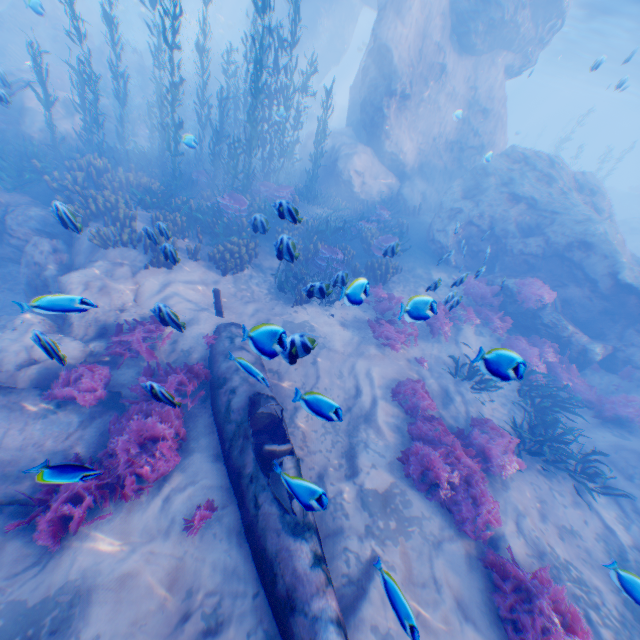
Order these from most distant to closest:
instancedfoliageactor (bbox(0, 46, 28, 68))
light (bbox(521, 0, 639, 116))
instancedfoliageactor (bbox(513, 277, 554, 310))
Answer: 1. instancedfoliageactor (bbox(0, 46, 28, 68))
2. light (bbox(521, 0, 639, 116))
3. instancedfoliageactor (bbox(513, 277, 554, 310))

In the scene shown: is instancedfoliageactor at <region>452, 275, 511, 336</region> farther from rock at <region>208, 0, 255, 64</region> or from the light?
the light

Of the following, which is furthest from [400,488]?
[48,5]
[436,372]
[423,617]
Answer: [48,5]

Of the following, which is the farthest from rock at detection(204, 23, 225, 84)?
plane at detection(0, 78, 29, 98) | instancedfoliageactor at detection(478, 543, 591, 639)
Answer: instancedfoliageactor at detection(478, 543, 591, 639)

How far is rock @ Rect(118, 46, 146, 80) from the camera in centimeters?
2114cm

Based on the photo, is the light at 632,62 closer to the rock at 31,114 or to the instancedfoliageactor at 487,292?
the rock at 31,114

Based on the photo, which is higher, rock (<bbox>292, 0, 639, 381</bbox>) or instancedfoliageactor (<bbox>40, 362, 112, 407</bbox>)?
rock (<bbox>292, 0, 639, 381</bbox>)
